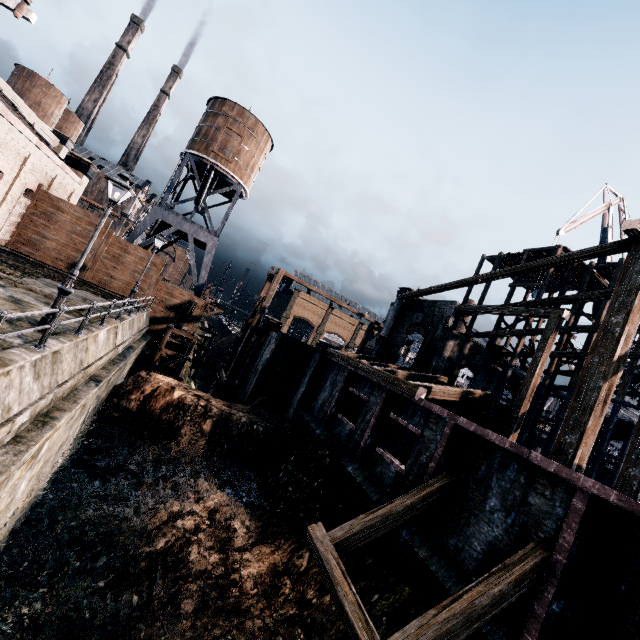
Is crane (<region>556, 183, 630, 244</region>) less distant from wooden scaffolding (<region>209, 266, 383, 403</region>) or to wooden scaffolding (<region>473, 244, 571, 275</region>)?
wooden scaffolding (<region>473, 244, 571, 275</region>)

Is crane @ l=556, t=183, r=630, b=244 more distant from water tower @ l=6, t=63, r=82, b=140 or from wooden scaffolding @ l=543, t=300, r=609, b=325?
water tower @ l=6, t=63, r=82, b=140

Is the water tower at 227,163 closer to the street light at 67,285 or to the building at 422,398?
the building at 422,398

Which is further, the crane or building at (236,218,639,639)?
the crane

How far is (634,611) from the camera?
6.59m

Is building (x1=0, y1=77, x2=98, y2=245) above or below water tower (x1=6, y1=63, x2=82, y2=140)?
below

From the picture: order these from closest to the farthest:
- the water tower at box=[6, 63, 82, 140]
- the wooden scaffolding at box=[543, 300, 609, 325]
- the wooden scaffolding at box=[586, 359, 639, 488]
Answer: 1. the wooden scaffolding at box=[586, 359, 639, 488]
2. the wooden scaffolding at box=[543, 300, 609, 325]
3. the water tower at box=[6, 63, 82, 140]

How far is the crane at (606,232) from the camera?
32.53m
